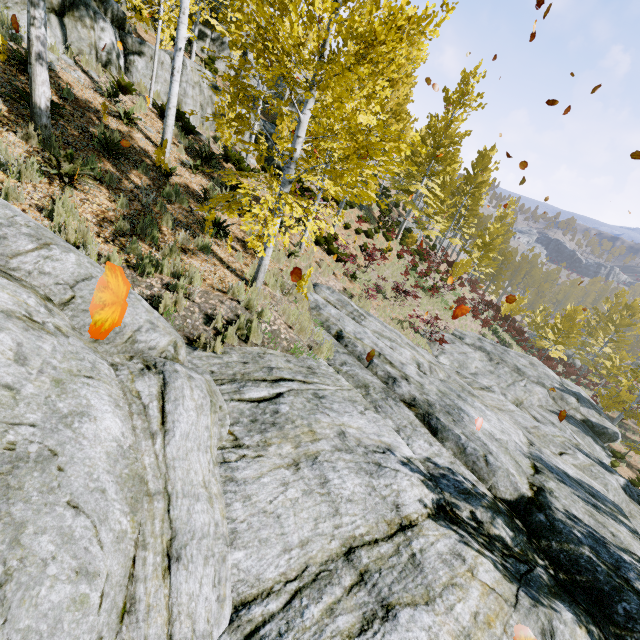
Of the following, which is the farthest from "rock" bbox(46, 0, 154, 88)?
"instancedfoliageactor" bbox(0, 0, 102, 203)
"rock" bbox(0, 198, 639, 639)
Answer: "rock" bbox(0, 198, 639, 639)

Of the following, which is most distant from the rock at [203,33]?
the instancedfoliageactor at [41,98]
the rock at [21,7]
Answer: the rock at [21,7]

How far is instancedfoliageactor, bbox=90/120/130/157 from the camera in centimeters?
723cm

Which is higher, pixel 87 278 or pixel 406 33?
pixel 406 33

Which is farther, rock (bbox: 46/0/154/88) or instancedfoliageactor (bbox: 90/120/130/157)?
rock (bbox: 46/0/154/88)

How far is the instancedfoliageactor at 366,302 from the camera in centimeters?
1252cm

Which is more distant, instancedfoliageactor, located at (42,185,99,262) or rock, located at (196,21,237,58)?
rock, located at (196,21,237,58)

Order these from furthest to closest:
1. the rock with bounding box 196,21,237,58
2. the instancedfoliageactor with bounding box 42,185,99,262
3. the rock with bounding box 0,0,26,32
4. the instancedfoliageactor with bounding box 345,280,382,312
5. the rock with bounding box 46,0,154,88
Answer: the rock with bounding box 196,21,237,58
the instancedfoliageactor with bounding box 345,280,382,312
the rock with bounding box 46,0,154,88
the rock with bounding box 0,0,26,32
the instancedfoliageactor with bounding box 42,185,99,262
